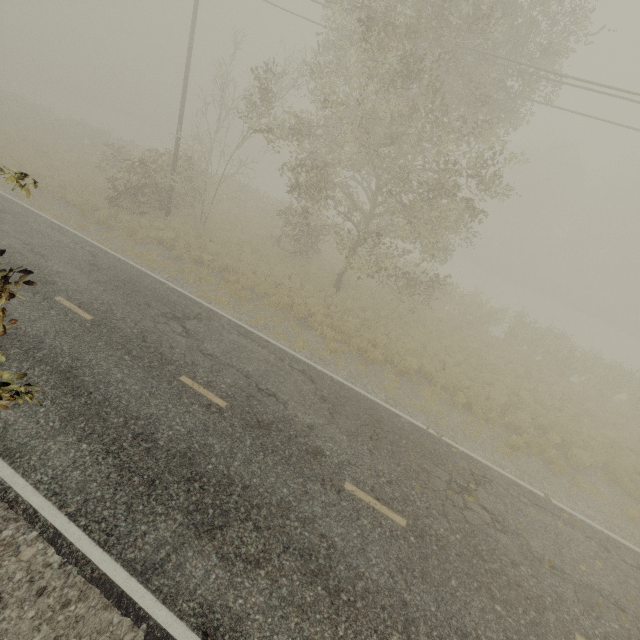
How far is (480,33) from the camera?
9.2 meters
